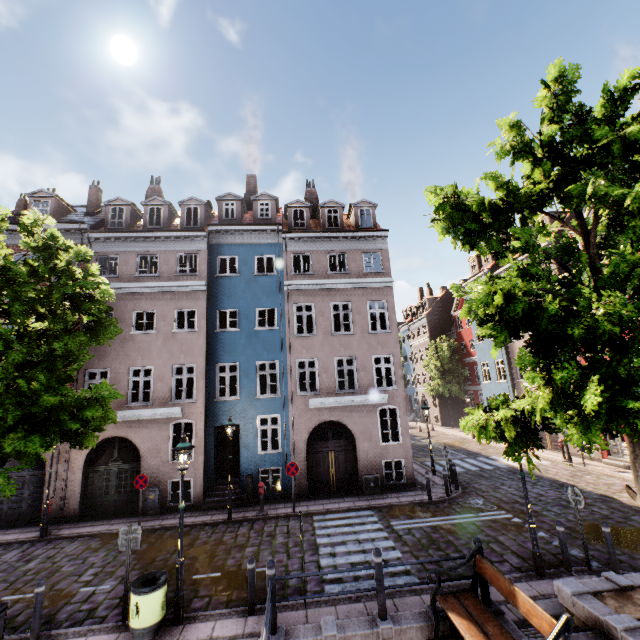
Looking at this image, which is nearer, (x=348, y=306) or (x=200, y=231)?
(x=200, y=231)

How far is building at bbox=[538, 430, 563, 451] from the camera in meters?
21.1

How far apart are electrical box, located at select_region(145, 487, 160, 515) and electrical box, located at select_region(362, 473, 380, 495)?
9.2 meters

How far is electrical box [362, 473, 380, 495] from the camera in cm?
1487

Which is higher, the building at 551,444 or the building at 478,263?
the building at 478,263

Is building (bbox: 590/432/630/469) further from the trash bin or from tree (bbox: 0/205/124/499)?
the trash bin

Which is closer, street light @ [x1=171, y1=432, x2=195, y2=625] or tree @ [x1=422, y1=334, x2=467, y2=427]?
street light @ [x1=171, y1=432, x2=195, y2=625]

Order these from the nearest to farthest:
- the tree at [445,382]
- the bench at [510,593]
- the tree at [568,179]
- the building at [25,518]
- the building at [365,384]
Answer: the bench at [510,593] < the tree at [568,179] < the building at [25,518] < the building at [365,384] < the tree at [445,382]
